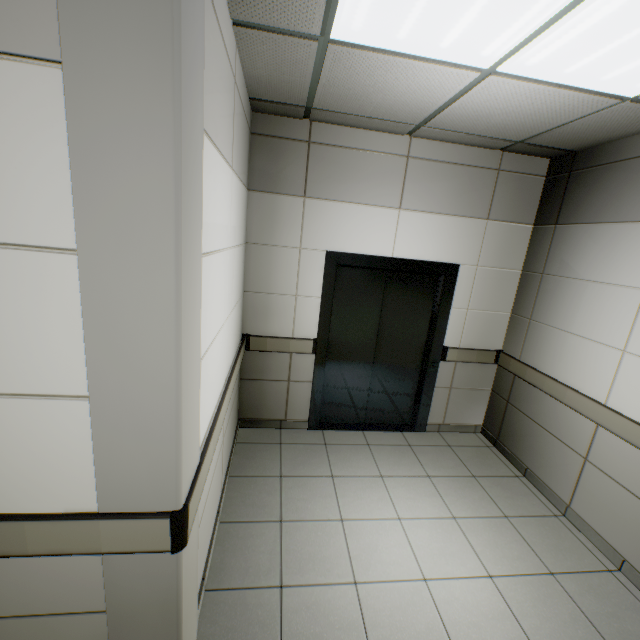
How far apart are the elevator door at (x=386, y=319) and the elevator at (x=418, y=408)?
0.0 meters

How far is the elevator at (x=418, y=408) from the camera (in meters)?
3.40

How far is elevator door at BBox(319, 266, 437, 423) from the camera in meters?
3.6

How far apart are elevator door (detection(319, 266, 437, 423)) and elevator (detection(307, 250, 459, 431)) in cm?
1

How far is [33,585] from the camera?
1.3 meters

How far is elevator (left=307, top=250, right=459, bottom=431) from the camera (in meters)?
3.40
